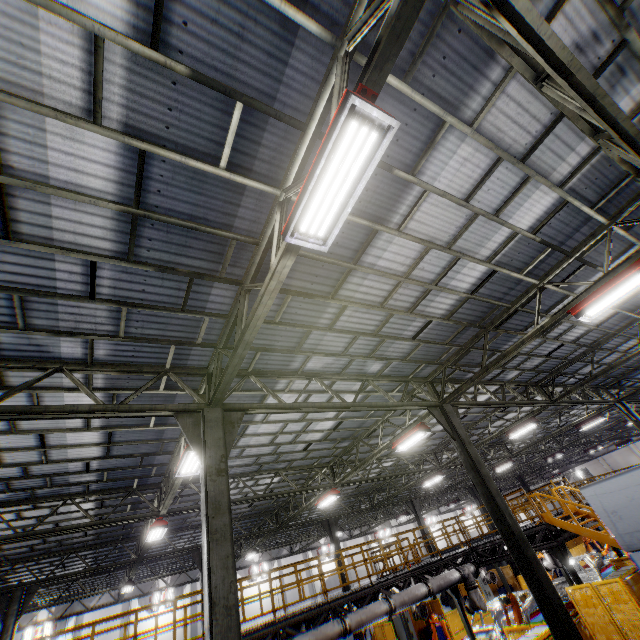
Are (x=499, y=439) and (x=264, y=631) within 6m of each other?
no

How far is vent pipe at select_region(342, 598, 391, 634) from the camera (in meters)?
10.65

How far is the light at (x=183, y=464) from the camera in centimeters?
746cm

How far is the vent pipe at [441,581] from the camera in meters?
12.8

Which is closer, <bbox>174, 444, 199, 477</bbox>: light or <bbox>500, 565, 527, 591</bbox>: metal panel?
<bbox>174, 444, 199, 477</bbox>: light

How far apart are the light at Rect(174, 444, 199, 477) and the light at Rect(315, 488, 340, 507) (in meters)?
8.62

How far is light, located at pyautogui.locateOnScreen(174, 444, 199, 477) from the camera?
7.5 meters

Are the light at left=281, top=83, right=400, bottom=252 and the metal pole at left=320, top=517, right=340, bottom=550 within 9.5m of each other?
no
